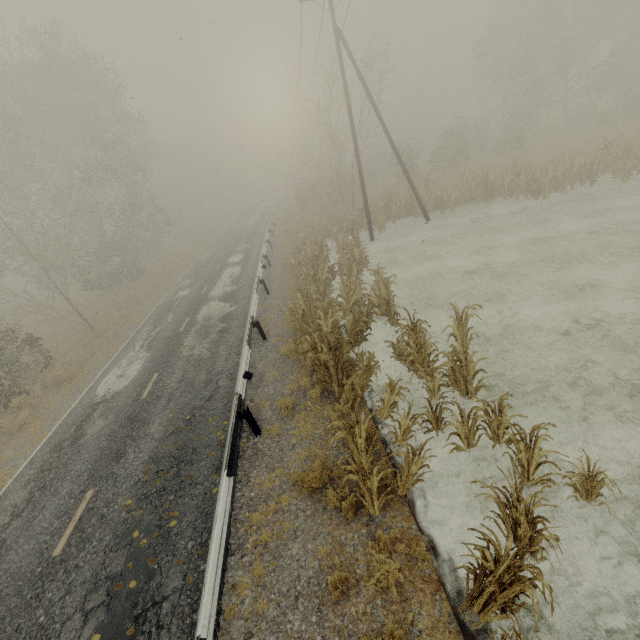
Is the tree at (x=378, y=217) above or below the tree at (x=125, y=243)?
below

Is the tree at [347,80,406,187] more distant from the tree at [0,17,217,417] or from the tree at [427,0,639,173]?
the tree at [427,0,639,173]

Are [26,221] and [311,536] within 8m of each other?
no

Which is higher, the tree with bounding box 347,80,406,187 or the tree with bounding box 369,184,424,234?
the tree with bounding box 347,80,406,187

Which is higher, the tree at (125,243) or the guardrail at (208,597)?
the tree at (125,243)

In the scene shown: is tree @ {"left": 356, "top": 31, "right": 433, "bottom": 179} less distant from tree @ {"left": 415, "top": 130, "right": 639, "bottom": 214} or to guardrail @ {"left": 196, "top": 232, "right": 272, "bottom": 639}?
guardrail @ {"left": 196, "top": 232, "right": 272, "bottom": 639}

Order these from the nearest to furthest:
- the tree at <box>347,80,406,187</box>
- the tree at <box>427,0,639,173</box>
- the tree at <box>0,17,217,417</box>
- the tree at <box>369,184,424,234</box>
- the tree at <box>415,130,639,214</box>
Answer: the tree at <box>415,130,639,214</box>, the tree at <box>0,17,217,417</box>, the tree at <box>369,184,424,234</box>, the tree at <box>347,80,406,187</box>, the tree at <box>427,0,639,173</box>

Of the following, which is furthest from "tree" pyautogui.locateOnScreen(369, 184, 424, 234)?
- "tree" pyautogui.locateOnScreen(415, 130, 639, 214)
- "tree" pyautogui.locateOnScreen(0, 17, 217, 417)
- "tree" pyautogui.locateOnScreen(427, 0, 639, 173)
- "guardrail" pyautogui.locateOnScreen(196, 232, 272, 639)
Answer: "tree" pyautogui.locateOnScreen(427, 0, 639, 173)
